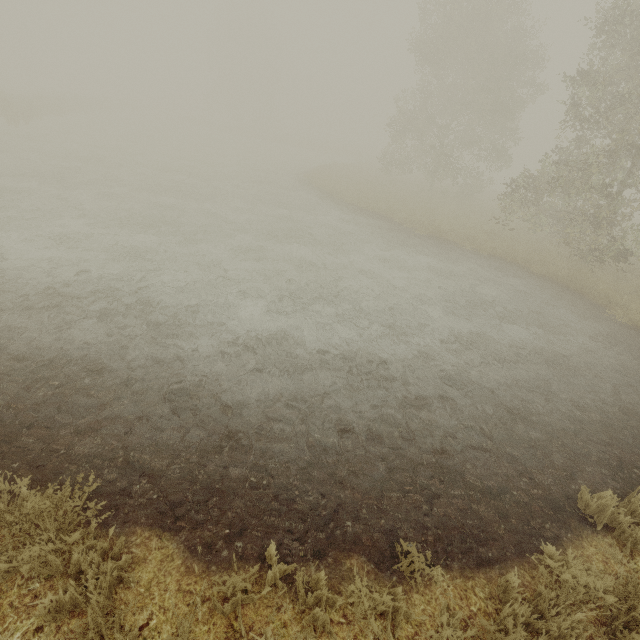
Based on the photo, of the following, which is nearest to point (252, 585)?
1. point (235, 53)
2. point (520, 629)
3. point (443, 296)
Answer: point (520, 629)
